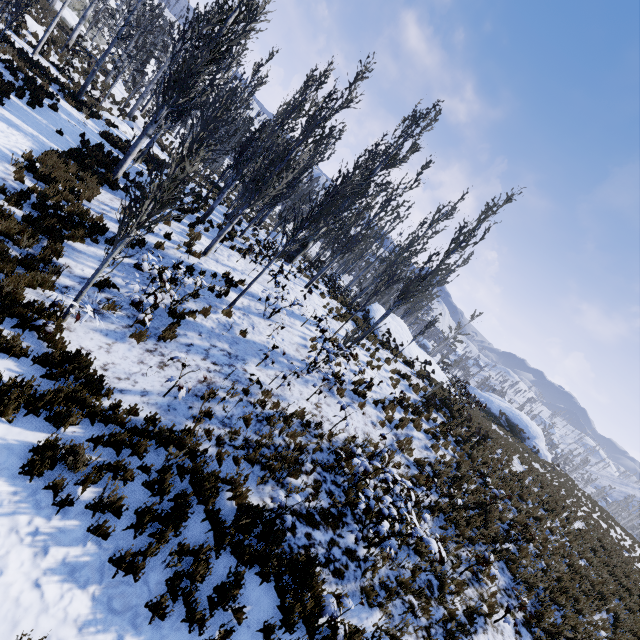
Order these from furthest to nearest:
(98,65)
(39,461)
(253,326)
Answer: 1. (98,65)
2. (253,326)
3. (39,461)

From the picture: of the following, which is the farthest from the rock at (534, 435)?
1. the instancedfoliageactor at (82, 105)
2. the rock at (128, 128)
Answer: the rock at (128, 128)

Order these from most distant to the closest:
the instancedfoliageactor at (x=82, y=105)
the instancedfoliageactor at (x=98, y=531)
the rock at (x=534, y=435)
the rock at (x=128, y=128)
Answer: the rock at (x=534, y=435) → the rock at (x=128, y=128) → the instancedfoliageactor at (x=82, y=105) → the instancedfoliageactor at (x=98, y=531)

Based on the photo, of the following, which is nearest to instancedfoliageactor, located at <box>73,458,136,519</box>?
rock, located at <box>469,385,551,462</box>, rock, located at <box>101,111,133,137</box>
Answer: rock, located at <box>101,111,133,137</box>

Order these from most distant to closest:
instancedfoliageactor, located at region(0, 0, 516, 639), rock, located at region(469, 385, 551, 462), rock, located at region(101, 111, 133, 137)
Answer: rock, located at region(469, 385, 551, 462)
rock, located at region(101, 111, 133, 137)
instancedfoliageactor, located at region(0, 0, 516, 639)

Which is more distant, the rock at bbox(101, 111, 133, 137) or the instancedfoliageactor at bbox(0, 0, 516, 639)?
the rock at bbox(101, 111, 133, 137)
